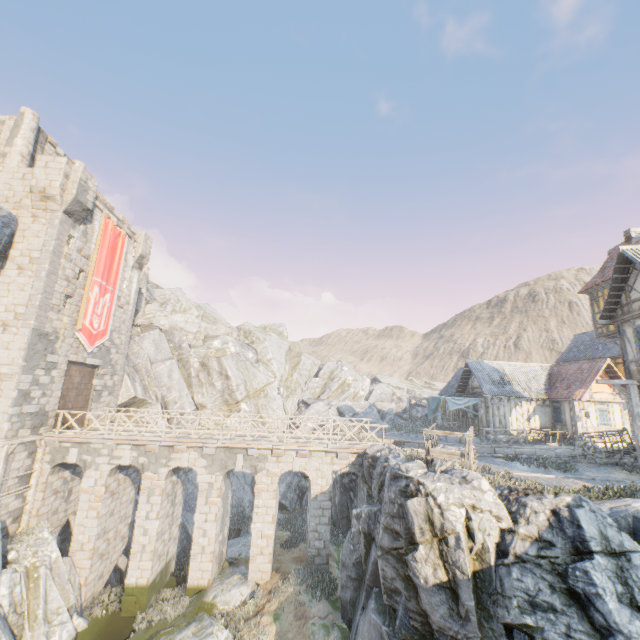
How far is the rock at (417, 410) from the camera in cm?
3722

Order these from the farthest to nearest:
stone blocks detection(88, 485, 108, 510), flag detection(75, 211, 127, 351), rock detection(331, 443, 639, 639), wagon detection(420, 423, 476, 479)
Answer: flag detection(75, 211, 127, 351) < stone blocks detection(88, 485, 108, 510) < wagon detection(420, 423, 476, 479) < rock detection(331, 443, 639, 639)

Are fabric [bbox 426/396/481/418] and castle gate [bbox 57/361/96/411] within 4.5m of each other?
no

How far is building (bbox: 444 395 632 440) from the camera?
23.6 meters

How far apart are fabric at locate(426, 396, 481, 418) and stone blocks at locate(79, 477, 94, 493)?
22.8m

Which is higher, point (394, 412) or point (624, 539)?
point (394, 412)

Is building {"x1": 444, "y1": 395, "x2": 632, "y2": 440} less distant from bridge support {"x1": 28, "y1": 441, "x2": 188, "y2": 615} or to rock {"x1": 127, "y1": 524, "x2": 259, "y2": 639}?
rock {"x1": 127, "y1": 524, "x2": 259, "y2": 639}

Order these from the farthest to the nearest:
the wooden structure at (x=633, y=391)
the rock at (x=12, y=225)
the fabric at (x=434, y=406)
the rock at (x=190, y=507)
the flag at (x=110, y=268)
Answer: the fabric at (x=434, y=406)
the rock at (x=190, y=507)
the flag at (x=110, y=268)
the rock at (x=12, y=225)
the wooden structure at (x=633, y=391)
